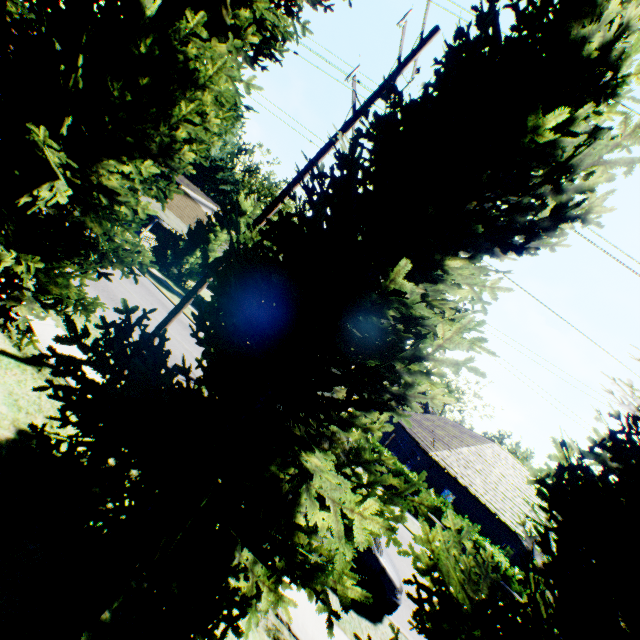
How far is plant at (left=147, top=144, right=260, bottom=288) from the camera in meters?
25.6

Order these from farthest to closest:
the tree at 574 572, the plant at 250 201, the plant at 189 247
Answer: the plant at 250 201, the plant at 189 247, the tree at 574 572

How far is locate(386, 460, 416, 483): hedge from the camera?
20.7m

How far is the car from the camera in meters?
7.9

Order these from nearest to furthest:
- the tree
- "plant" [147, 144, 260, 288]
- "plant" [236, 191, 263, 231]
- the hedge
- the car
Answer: the tree < the car < the hedge < "plant" [147, 144, 260, 288] < "plant" [236, 191, 263, 231]

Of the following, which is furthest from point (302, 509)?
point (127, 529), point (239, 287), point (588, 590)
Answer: point (588, 590)

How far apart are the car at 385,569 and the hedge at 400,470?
11.2m
